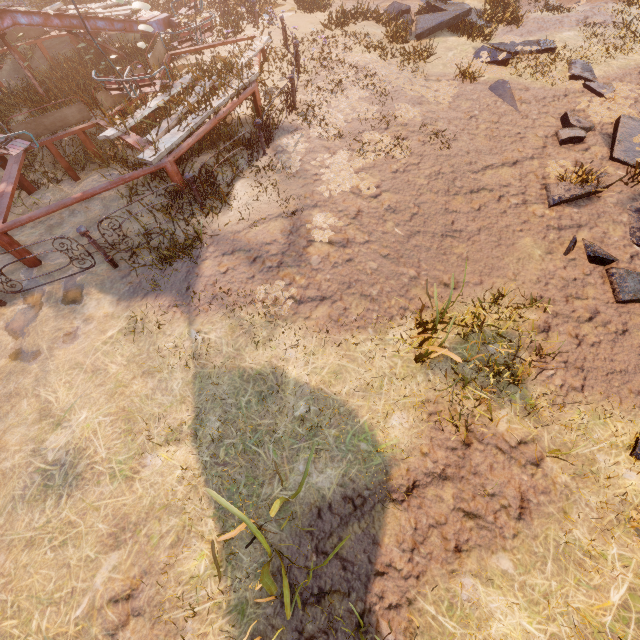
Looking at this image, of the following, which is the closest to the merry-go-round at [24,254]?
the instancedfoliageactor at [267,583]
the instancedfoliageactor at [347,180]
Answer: the instancedfoliageactor at [347,180]

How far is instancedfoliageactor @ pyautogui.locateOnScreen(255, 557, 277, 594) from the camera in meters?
2.7 m

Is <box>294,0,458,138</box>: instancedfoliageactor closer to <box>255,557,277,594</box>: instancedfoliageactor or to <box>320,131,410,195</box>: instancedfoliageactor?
<box>320,131,410,195</box>: instancedfoliageactor

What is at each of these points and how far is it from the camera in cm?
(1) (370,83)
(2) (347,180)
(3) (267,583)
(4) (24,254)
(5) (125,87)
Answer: (1) instancedfoliageactor, 839
(2) instancedfoliageactor, 649
(3) instancedfoliageactor, 285
(4) merry-go-round, 596
(5) merry-go-round, 623

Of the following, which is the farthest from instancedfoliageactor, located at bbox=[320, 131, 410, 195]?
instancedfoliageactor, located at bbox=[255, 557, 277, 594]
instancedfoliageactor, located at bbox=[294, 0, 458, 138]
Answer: instancedfoliageactor, located at bbox=[255, 557, 277, 594]

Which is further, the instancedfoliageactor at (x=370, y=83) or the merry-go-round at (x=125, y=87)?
the instancedfoliageactor at (x=370, y=83)

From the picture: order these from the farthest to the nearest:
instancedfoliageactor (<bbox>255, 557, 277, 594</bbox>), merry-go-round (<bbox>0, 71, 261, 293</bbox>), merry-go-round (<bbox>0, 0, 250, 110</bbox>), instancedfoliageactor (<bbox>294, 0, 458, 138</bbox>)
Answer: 1. instancedfoliageactor (<bbox>294, 0, 458, 138</bbox>)
2. merry-go-round (<bbox>0, 0, 250, 110</bbox>)
3. merry-go-round (<bbox>0, 71, 261, 293</bbox>)
4. instancedfoliageactor (<bbox>255, 557, 277, 594</bbox>)

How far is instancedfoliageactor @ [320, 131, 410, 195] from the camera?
6.4m
